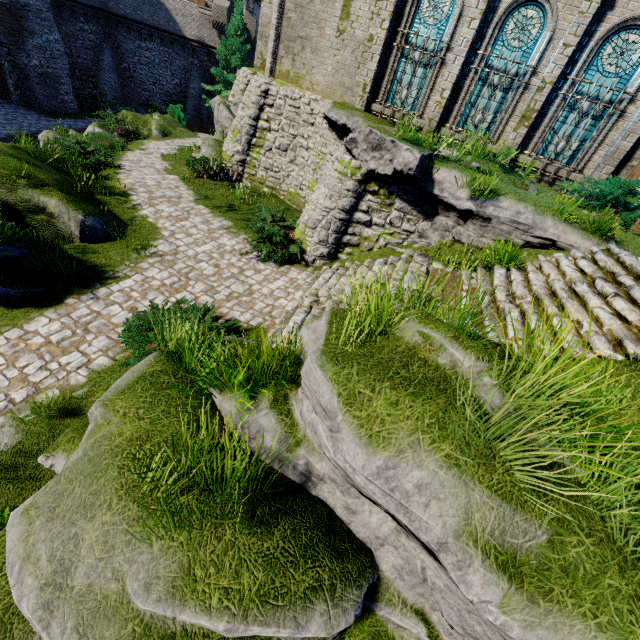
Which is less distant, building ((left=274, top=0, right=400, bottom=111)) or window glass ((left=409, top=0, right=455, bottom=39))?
window glass ((left=409, top=0, right=455, bottom=39))

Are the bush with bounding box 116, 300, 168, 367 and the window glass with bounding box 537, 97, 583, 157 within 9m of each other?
no

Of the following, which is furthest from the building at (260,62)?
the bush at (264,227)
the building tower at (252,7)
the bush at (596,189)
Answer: the building tower at (252,7)

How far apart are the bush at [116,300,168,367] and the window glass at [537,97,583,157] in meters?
12.5

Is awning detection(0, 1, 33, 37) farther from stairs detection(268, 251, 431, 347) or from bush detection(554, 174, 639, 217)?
bush detection(554, 174, 639, 217)

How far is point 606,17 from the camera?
9.48m

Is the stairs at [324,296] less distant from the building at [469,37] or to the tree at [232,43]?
the building at [469,37]
